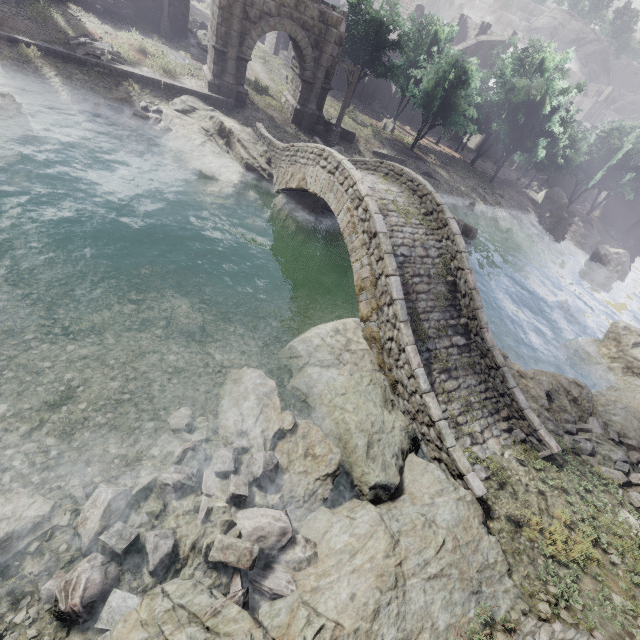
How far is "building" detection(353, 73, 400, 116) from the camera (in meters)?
38.97

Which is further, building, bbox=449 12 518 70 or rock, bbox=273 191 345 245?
building, bbox=449 12 518 70

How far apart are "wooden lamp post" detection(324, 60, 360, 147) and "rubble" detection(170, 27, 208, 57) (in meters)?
12.25

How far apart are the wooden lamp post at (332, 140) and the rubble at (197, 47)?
12.25m

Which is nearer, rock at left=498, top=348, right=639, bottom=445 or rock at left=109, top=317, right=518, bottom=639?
rock at left=109, top=317, right=518, bottom=639

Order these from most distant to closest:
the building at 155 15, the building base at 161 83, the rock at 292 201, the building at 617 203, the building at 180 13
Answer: the building at 617 203 → the building at 180 13 → the building at 155 15 → the rock at 292 201 → the building base at 161 83

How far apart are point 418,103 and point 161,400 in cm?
3129

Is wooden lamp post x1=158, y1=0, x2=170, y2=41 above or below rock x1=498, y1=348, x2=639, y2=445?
above
